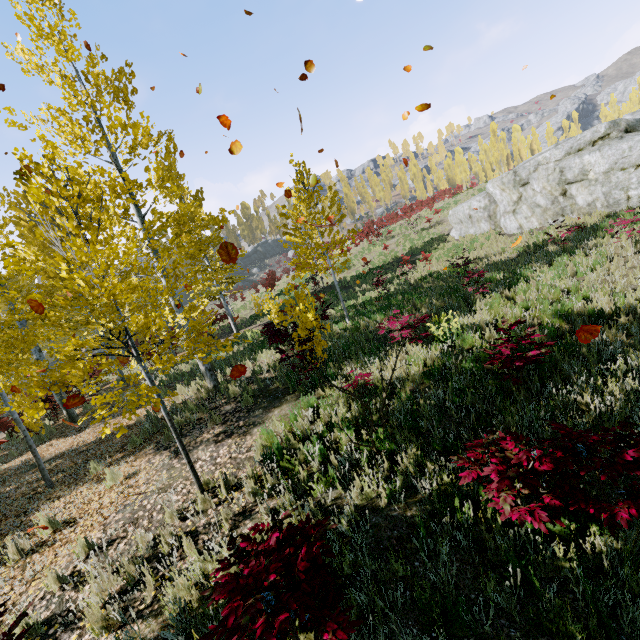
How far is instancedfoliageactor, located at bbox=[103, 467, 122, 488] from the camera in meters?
6.2 m

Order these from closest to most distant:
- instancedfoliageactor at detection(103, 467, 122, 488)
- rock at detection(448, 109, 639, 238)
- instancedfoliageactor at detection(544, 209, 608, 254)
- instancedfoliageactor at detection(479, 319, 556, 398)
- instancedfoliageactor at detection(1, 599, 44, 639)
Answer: instancedfoliageactor at detection(1, 599, 44, 639)
instancedfoliageactor at detection(479, 319, 556, 398)
instancedfoliageactor at detection(103, 467, 122, 488)
instancedfoliageactor at detection(544, 209, 608, 254)
rock at detection(448, 109, 639, 238)

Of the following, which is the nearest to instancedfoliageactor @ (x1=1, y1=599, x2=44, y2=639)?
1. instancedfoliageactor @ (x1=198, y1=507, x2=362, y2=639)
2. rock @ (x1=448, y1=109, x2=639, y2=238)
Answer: instancedfoliageactor @ (x1=198, y1=507, x2=362, y2=639)

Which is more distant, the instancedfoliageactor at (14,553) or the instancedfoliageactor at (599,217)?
the instancedfoliageactor at (599,217)

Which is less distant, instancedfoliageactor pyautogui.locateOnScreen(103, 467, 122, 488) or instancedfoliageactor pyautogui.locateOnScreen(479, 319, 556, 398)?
instancedfoliageactor pyautogui.locateOnScreen(479, 319, 556, 398)

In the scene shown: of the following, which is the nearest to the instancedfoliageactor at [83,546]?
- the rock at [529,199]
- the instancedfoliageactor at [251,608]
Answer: the instancedfoliageactor at [251,608]

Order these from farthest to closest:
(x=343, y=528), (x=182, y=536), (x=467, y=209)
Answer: (x=467, y=209), (x=182, y=536), (x=343, y=528)
